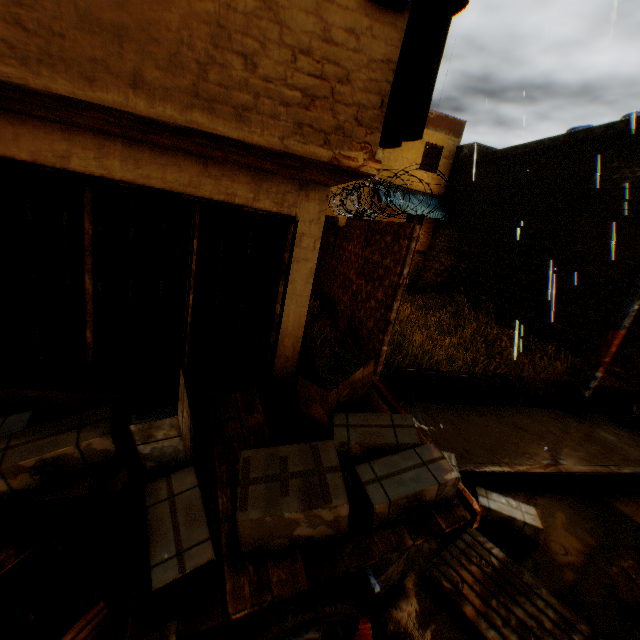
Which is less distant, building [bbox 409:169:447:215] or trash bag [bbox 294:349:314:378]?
trash bag [bbox 294:349:314:378]

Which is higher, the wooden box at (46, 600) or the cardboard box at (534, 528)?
the wooden box at (46, 600)

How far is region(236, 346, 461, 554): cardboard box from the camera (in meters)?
2.10

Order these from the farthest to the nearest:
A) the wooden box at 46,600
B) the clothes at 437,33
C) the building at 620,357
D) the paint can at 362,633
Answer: the building at 620,357, the paint can at 362,633, the wooden box at 46,600, the clothes at 437,33

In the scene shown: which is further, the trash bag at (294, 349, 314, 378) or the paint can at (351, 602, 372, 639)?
the trash bag at (294, 349, 314, 378)

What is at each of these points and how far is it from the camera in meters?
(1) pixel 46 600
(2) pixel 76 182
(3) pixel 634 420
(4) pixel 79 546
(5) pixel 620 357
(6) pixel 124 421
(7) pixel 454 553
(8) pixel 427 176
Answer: (1) wooden box, 1.9 m
(2) building, 3.2 m
(3) trash bag, 7.1 m
(4) cart, 2.2 m
(5) building, 9.0 m
(6) cart, 3.2 m
(7) wooden pallet, 3.5 m
(8) building, 17.9 m

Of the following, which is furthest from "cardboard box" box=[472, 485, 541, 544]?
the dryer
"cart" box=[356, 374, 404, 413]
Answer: the dryer

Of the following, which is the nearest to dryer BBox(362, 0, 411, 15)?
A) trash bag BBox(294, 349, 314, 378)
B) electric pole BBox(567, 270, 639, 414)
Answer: trash bag BBox(294, 349, 314, 378)
